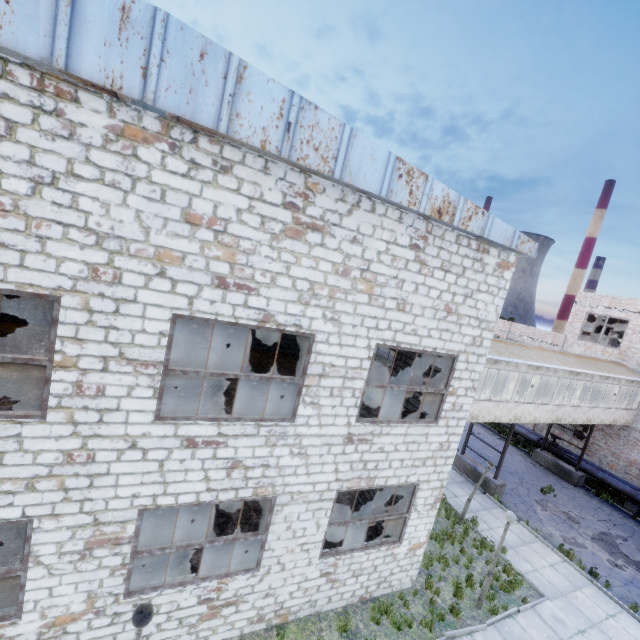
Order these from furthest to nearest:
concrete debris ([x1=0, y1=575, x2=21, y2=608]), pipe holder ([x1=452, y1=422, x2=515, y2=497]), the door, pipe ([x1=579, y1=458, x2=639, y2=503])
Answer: pipe ([x1=579, y1=458, x2=639, y2=503])
pipe holder ([x1=452, y1=422, x2=515, y2=497])
the door
concrete debris ([x1=0, y1=575, x2=21, y2=608])

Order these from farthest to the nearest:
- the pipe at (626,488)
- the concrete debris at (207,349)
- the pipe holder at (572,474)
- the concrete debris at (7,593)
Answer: the pipe holder at (572,474)
the pipe at (626,488)
the concrete debris at (207,349)
the concrete debris at (7,593)

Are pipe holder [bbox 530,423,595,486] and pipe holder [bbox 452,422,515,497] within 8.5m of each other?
yes

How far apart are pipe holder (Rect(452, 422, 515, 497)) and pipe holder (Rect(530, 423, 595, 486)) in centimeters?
711cm

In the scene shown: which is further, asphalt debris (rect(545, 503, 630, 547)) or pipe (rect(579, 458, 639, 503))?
pipe (rect(579, 458, 639, 503))

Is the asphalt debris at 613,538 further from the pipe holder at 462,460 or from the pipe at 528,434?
the pipe at 528,434

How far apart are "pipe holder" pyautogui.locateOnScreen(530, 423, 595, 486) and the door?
21.7m

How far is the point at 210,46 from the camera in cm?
485
